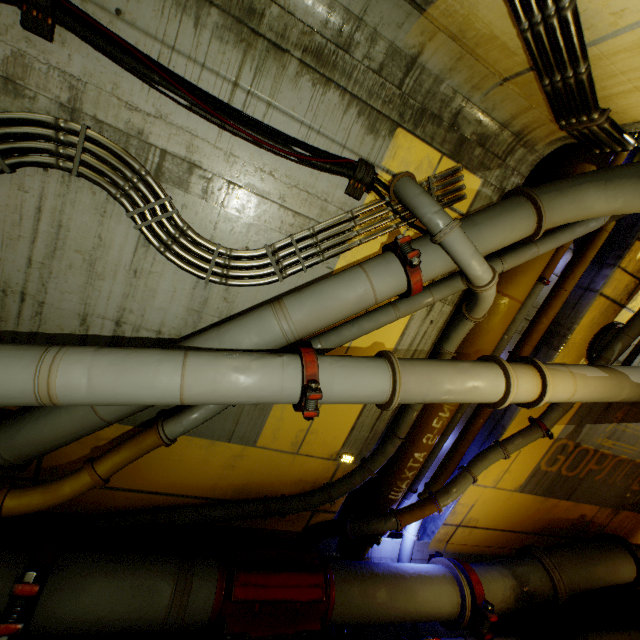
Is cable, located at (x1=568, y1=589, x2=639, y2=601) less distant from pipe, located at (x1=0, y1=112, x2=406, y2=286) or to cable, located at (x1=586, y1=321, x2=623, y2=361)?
pipe, located at (x1=0, y1=112, x2=406, y2=286)

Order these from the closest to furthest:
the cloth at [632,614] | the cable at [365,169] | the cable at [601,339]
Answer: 1. the cable at [365,169]
2. the cable at [601,339]
3. the cloth at [632,614]

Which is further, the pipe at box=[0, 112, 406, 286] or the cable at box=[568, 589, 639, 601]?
the cable at box=[568, 589, 639, 601]

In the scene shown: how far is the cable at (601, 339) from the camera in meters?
5.4 m

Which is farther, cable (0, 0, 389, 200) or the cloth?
the cloth

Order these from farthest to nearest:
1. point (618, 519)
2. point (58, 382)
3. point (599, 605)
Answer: point (618, 519), point (599, 605), point (58, 382)

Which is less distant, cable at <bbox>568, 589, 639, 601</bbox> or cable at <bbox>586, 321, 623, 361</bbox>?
cable at <bbox>586, 321, 623, 361</bbox>
